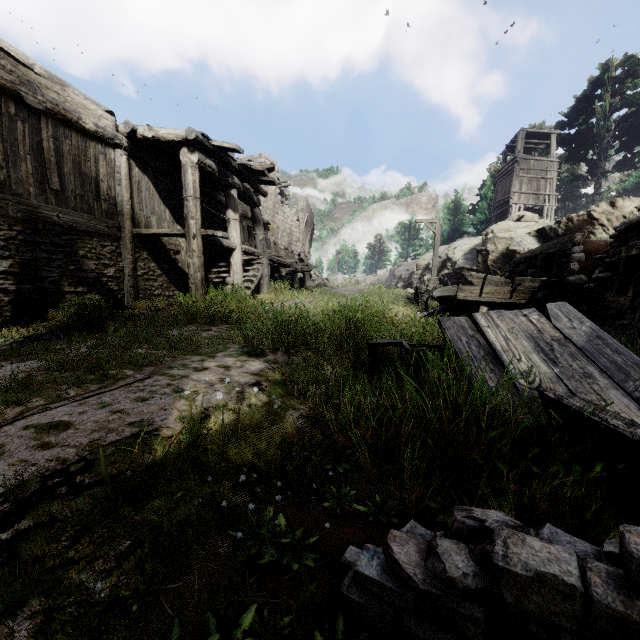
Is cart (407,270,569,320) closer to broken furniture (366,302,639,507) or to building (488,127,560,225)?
broken furniture (366,302,639,507)

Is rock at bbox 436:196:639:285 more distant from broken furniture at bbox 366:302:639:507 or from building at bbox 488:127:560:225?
broken furniture at bbox 366:302:639:507

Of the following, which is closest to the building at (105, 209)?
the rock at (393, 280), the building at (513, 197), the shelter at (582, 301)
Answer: the shelter at (582, 301)

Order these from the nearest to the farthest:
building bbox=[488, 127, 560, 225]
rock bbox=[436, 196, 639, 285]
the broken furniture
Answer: the broken furniture
rock bbox=[436, 196, 639, 285]
building bbox=[488, 127, 560, 225]

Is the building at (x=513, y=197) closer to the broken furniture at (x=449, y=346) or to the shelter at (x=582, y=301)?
the shelter at (x=582, y=301)

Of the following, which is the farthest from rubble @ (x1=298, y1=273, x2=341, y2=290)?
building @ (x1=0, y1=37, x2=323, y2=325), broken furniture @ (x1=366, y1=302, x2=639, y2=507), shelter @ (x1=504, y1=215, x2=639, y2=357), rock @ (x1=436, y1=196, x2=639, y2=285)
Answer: broken furniture @ (x1=366, y1=302, x2=639, y2=507)

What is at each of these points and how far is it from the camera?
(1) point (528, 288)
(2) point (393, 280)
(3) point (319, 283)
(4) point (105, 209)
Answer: (1) cart, 8.5m
(2) rock, 39.9m
(3) rubble, 20.9m
(4) building, 8.6m

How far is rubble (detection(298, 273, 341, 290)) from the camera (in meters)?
16.72
